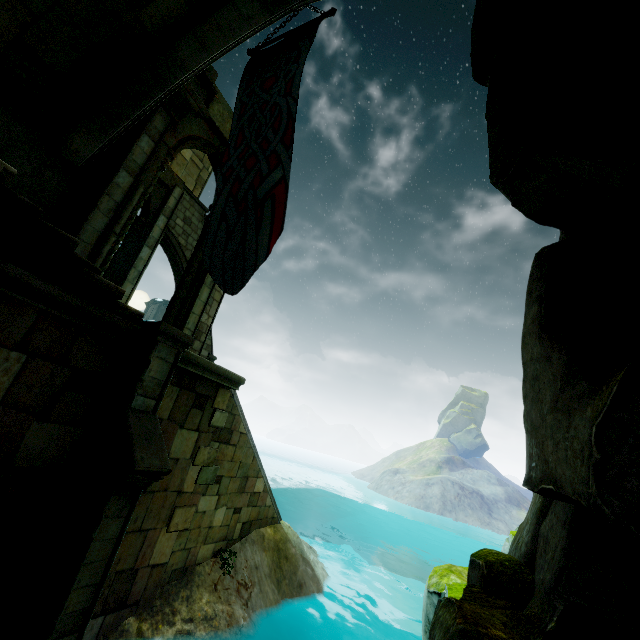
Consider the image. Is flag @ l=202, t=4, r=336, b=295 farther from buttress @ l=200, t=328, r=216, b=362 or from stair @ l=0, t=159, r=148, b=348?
buttress @ l=200, t=328, r=216, b=362

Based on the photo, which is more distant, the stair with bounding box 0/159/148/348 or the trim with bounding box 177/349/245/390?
the trim with bounding box 177/349/245/390

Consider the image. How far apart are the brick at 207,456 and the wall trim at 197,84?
8.9 meters

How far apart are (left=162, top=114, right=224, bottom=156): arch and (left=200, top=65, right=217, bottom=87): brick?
0.8 meters

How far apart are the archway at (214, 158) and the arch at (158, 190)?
3.58m

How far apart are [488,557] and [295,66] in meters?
6.9

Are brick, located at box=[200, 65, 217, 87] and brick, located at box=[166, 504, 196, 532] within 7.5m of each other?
no

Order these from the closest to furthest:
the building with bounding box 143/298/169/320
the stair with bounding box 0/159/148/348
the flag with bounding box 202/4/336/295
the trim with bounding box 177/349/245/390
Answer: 1. the stair with bounding box 0/159/148/348
2. the flag with bounding box 202/4/336/295
3. the trim with bounding box 177/349/245/390
4. the building with bounding box 143/298/169/320
